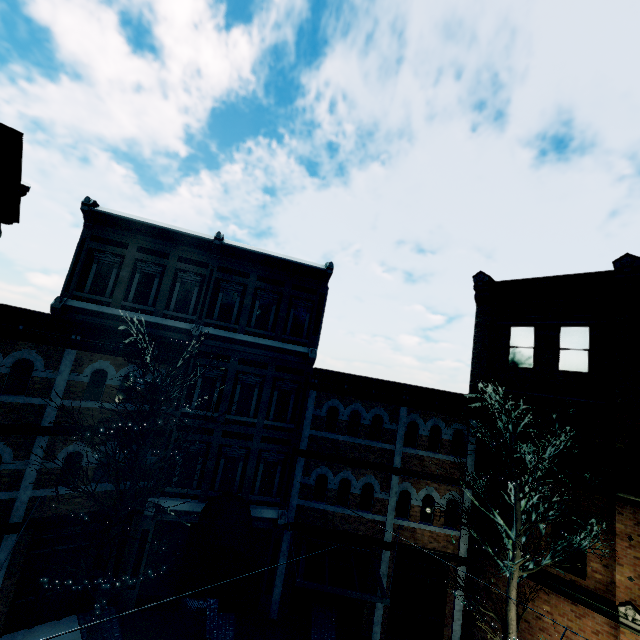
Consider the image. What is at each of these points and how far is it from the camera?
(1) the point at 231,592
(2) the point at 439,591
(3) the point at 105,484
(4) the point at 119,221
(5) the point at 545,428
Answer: (1) awning, 8.8m
(2) building, 12.9m
(3) building, 11.4m
(4) building, 12.8m
(5) building, 12.6m

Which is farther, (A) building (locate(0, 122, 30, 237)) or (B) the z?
(B) the z

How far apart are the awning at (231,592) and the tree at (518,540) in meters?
7.0

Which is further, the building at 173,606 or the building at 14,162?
the building at 173,606

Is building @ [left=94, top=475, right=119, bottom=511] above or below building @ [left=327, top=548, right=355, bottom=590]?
above

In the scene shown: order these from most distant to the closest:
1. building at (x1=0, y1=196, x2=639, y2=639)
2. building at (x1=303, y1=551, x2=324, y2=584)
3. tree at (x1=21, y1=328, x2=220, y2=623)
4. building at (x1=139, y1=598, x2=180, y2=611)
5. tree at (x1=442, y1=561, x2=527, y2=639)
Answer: building at (x1=303, y1=551, x2=324, y2=584) → building at (x1=139, y1=598, x2=180, y2=611) → building at (x1=0, y1=196, x2=639, y2=639) → tree at (x1=442, y1=561, x2=527, y2=639) → tree at (x1=21, y1=328, x2=220, y2=623)

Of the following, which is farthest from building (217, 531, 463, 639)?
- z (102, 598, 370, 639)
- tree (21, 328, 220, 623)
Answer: tree (21, 328, 220, 623)

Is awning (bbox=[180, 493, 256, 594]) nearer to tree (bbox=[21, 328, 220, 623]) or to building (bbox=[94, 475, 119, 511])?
building (bbox=[94, 475, 119, 511])
